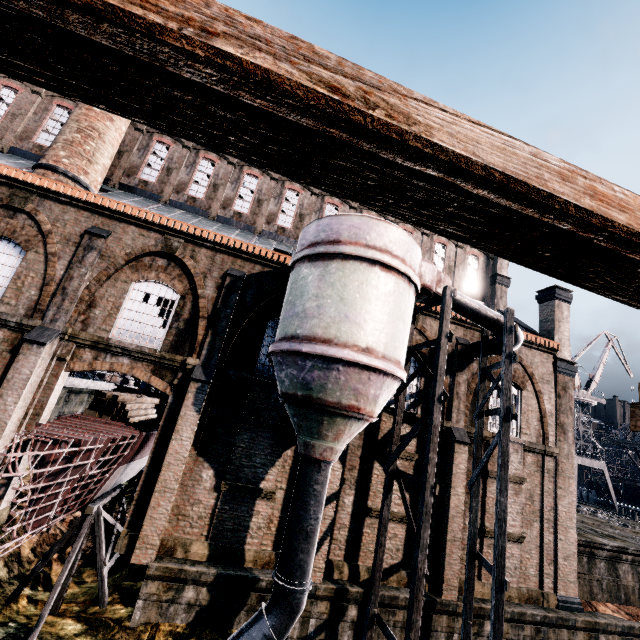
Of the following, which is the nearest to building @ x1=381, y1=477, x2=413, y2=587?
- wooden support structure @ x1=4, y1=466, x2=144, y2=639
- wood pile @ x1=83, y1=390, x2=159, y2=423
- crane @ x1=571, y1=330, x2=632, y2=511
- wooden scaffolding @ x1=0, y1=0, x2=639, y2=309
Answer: wooden support structure @ x1=4, y1=466, x2=144, y2=639

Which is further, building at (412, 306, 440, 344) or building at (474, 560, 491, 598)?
building at (412, 306, 440, 344)

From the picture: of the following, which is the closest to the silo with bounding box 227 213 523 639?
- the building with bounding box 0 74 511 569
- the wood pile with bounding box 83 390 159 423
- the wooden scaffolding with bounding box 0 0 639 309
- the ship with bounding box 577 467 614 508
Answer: the building with bounding box 0 74 511 569

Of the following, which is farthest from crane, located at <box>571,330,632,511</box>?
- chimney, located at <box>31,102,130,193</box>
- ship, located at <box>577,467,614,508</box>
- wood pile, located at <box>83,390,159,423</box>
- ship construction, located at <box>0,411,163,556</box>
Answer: chimney, located at <box>31,102,130,193</box>

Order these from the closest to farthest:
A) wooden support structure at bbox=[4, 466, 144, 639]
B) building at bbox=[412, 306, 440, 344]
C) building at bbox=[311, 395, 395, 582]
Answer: wooden support structure at bbox=[4, 466, 144, 639]
building at bbox=[311, 395, 395, 582]
building at bbox=[412, 306, 440, 344]

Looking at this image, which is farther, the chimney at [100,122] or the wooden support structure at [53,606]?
the chimney at [100,122]

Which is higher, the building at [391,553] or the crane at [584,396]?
the crane at [584,396]

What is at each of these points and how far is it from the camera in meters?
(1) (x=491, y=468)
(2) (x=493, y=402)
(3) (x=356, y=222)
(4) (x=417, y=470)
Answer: (1) building, 15.5
(2) building, 16.9
(3) silo, 10.9
(4) building, 14.8
